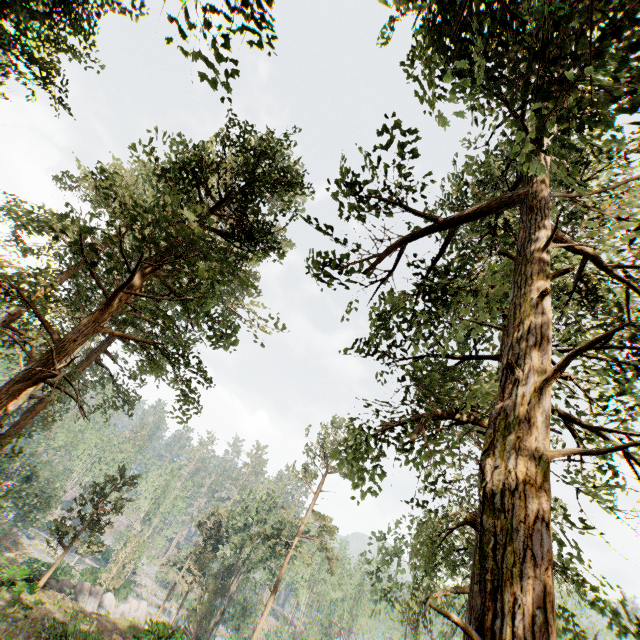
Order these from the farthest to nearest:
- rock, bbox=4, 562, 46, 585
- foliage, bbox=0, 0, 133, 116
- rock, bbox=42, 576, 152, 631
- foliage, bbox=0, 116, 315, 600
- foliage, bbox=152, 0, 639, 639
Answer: rock, bbox=42, 576, 152, 631, rock, bbox=4, 562, 46, 585, foliage, bbox=0, 0, 133, 116, foliage, bbox=0, 116, 315, 600, foliage, bbox=152, 0, 639, 639

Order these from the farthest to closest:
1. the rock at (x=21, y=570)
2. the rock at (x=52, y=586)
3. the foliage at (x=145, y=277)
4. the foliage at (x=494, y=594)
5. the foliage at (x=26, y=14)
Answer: the rock at (x=52, y=586)
the rock at (x=21, y=570)
the foliage at (x=26, y=14)
the foliage at (x=145, y=277)
the foliage at (x=494, y=594)

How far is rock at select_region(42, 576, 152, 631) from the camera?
22.73m

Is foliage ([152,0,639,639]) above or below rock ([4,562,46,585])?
above

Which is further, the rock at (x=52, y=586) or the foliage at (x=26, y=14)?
the rock at (x=52, y=586)

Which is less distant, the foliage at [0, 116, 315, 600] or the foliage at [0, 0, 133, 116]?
the foliage at [0, 116, 315, 600]

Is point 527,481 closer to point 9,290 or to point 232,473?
point 9,290
